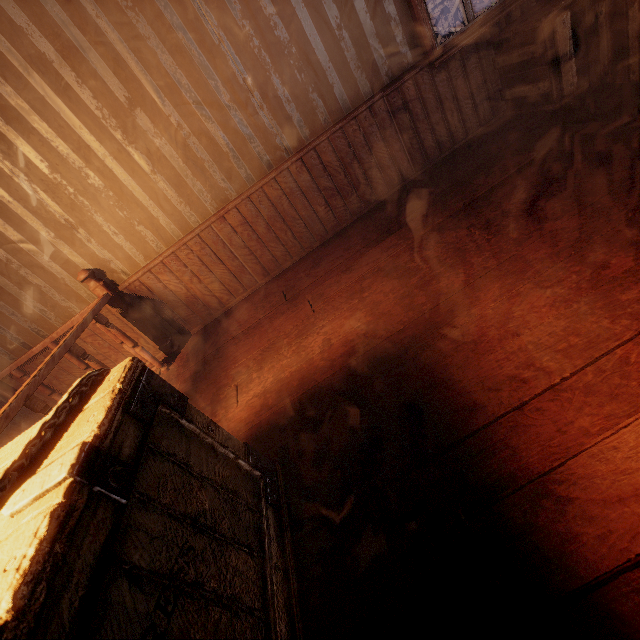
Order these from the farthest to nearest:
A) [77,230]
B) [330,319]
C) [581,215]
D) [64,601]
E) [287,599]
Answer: [77,230] < [330,319] < [581,215] < [287,599] < [64,601]

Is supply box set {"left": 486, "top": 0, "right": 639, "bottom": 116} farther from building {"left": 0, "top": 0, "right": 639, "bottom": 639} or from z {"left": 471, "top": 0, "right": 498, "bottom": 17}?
z {"left": 471, "top": 0, "right": 498, "bottom": 17}

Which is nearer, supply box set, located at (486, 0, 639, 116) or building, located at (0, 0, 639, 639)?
building, located at (0, 0, 639, 639)

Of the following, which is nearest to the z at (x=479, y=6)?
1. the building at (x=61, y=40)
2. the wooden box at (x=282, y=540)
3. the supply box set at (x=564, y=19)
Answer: the building at (x=61, y=40)

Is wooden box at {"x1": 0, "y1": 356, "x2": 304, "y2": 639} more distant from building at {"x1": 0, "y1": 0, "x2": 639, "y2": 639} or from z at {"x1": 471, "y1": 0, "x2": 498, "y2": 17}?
z at {"x1": 471, "y1": 0, "x2": 498, "y2": 17}

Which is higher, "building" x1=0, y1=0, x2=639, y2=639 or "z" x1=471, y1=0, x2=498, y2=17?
"building" x1=0, y1=0, x2=639, y2=639
